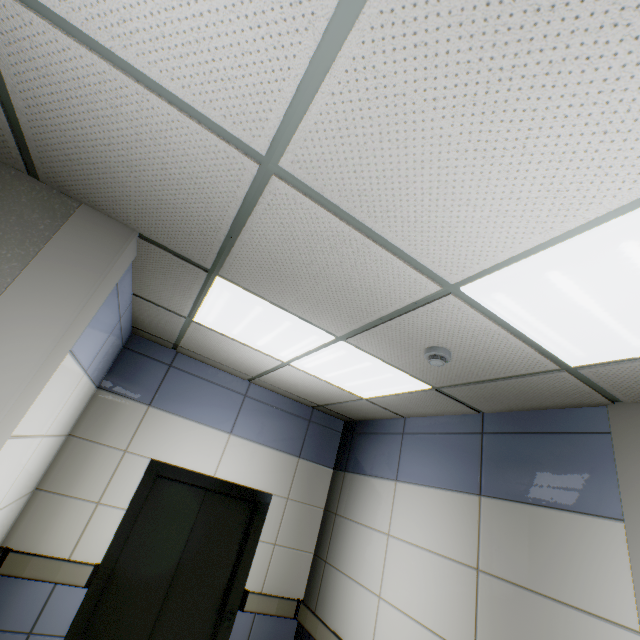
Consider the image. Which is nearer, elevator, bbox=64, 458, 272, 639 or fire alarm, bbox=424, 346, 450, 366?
fire alarm, bbox=424, 346, 450, 366

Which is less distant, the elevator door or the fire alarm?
the fire alarm

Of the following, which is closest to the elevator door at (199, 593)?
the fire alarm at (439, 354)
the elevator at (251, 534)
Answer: the elevator at (251, 534)

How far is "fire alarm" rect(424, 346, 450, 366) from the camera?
2.1m

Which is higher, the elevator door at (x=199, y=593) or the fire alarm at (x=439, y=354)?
the fire alarm at (x=439, y=354)

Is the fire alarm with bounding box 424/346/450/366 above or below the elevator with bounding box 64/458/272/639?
above

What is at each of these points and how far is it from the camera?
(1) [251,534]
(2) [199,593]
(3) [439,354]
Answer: (1) elevator, 3.74m
(2) elevator door, 3.46m
(3) fire alarm, 2.06m

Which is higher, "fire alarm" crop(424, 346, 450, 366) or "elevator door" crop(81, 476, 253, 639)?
"fire alarm" crop(424, 346, 450, 366)
